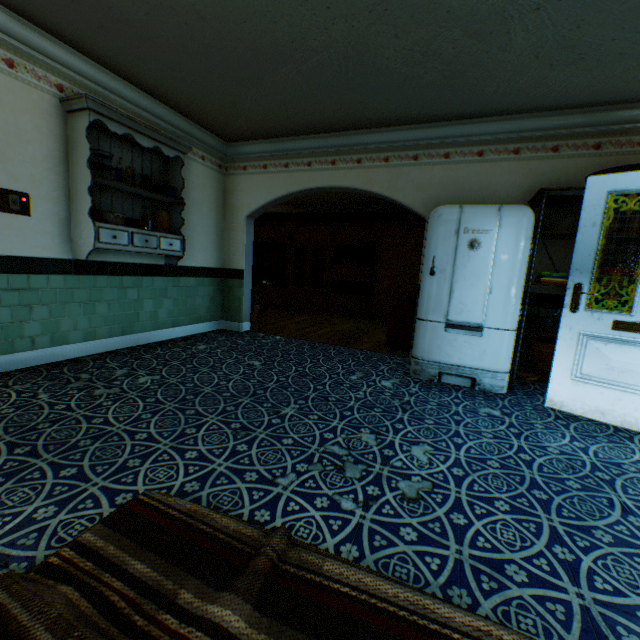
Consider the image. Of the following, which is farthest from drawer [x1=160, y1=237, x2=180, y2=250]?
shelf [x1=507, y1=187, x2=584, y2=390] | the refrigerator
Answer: shelf [x1=507, y1=187, x2=584, y2=390]

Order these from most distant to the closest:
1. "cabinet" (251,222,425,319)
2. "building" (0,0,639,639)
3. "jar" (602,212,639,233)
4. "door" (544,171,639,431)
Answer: "cabinet" (251,222,425,319) → "jar" (602,212,639,233) → "door" (544,171,639,431) → "building" (0,0,639,639)

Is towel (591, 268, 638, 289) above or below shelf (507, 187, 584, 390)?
below

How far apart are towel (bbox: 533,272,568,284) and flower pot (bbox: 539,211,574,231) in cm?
45

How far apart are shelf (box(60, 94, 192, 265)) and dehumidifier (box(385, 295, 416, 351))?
3.28m

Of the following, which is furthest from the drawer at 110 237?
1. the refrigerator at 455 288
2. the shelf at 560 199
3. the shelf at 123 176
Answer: the shelf at 560 199

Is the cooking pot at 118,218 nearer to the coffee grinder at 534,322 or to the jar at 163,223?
the jar at 163,223

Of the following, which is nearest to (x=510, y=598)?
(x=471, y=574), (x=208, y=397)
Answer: (x=471, y=574)
